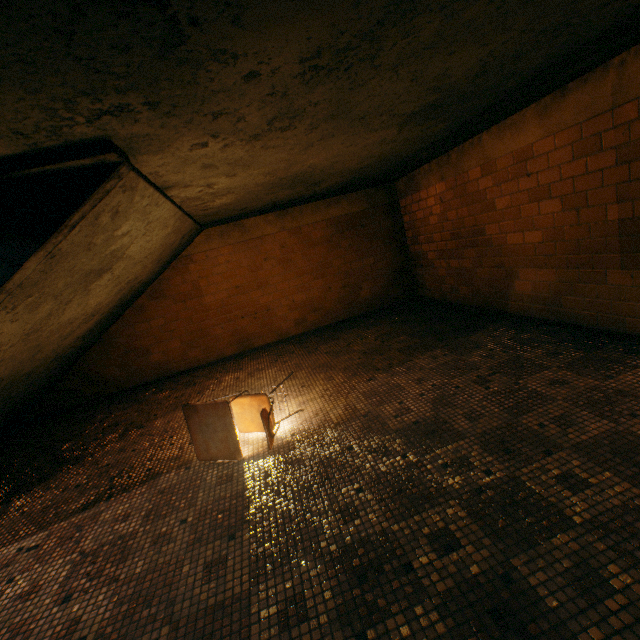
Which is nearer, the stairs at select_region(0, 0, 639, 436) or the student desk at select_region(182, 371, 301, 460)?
the stairs at select_region(0, 0, 639, 436)

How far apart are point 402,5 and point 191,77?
0.9 meters

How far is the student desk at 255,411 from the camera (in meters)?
2.71

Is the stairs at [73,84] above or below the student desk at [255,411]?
above

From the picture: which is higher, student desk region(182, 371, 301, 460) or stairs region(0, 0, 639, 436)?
stairs region(0, 0, 639, 436)

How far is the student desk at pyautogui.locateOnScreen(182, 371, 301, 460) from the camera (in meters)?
2.71
